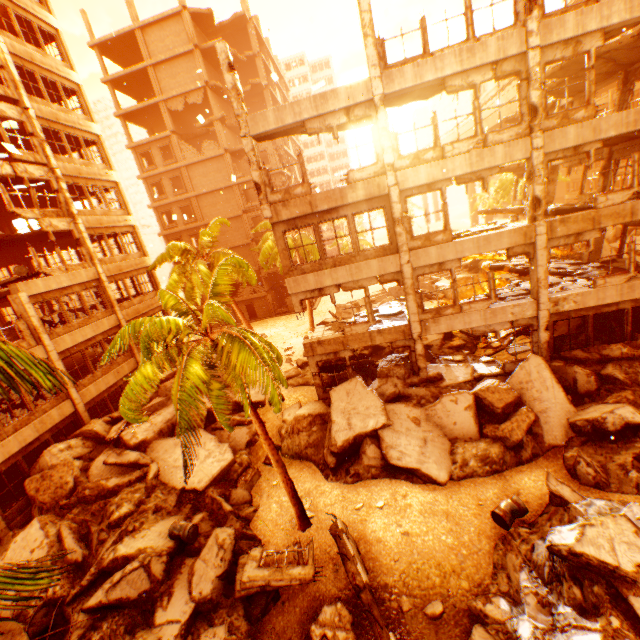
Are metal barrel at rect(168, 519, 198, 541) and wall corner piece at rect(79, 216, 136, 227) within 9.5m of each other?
no

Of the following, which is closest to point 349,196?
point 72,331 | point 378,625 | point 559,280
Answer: point 559,280

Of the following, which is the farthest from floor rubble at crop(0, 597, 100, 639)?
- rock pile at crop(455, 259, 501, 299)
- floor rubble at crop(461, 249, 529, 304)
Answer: rock pile at crop(455, 259, 501, 299)

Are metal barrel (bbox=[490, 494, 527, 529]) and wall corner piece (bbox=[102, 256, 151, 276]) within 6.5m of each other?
no

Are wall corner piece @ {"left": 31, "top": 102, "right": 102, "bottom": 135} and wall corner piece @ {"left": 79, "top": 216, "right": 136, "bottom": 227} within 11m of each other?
yes

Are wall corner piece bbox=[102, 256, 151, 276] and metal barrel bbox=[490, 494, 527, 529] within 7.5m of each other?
no

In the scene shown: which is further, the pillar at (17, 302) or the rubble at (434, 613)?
the pillar at (17, 302)

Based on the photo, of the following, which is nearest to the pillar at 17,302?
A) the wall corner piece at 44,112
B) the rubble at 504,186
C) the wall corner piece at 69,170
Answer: the rubble at 504,186
